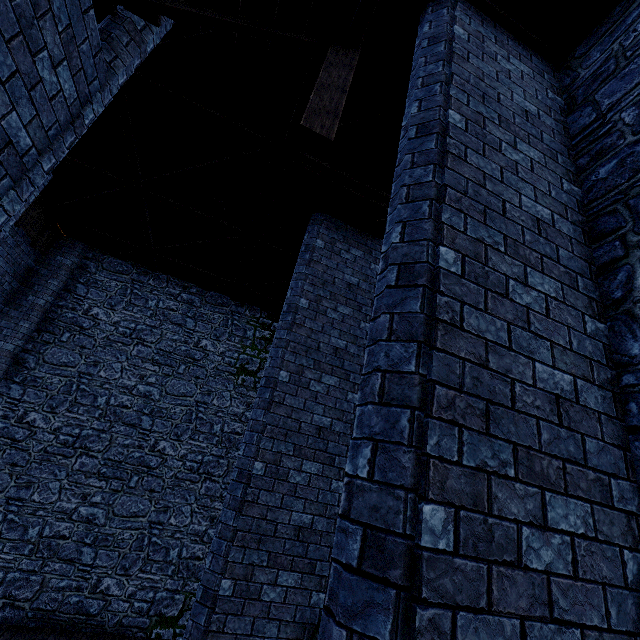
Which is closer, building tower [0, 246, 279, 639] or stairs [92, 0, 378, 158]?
stairs [92, 0, 378, 158]

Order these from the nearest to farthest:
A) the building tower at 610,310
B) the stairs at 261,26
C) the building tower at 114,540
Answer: the building tower at 610,310 → the stairs at 261,26 → the building tower at 114,540

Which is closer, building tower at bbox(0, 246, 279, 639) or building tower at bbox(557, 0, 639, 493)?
building tower at bbox(557, 0, 639, 493)

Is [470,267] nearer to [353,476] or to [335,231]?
[353,476]

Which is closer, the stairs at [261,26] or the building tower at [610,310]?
the building tower at [610,310]

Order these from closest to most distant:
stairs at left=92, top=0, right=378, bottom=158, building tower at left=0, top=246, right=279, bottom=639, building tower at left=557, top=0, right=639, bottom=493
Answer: building tower at left=557, top=0, right=639, bottom=493, stairs at left=92, top=0, right=378, bottom=158, building tower at left=0, top=246, right=279, bottom=639
